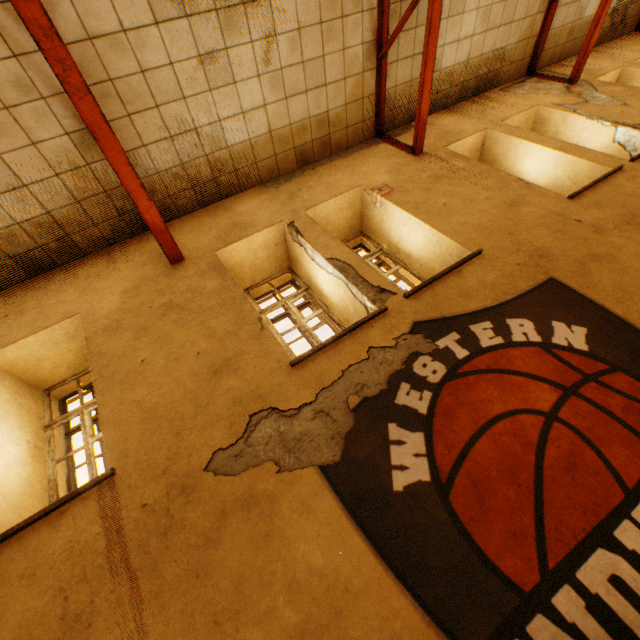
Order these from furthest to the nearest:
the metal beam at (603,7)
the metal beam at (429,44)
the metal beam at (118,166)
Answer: the metal beam at (603,7) < the metal beam at (429,44) < the metal beam at (118,166)

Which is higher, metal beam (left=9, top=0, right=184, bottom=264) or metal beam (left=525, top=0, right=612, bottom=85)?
metal beam (left=525, top=0, right=612, bottom=85)

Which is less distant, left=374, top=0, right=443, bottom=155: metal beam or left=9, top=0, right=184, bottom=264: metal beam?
left=9, top=0, right=184, bottom=264: metal beam

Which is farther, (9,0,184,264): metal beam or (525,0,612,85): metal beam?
(525,0,612,85): metal beam

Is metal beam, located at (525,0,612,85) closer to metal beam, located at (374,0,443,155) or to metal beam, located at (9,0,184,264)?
metal beam, located at (374,0,443,155)

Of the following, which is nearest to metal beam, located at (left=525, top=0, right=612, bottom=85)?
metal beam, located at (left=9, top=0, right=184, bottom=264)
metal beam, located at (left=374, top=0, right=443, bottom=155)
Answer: metal beam, located at (left=374, top=0, right=443, bottom=155)

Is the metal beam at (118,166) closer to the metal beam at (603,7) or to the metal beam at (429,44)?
the metal beam at (429,44)

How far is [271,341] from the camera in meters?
3.1 m
